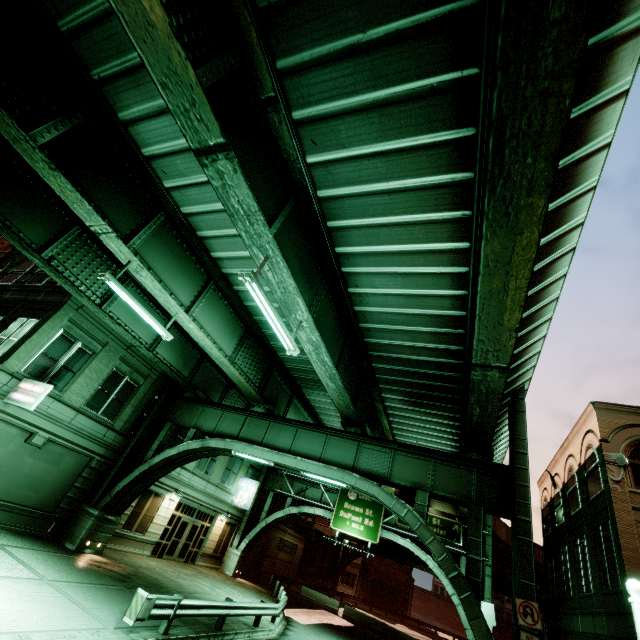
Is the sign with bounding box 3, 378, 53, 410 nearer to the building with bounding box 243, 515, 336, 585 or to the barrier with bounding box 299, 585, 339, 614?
the building with bounding box 243, 515, 336, 585

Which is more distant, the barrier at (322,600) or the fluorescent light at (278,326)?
the barrier at (322,600)

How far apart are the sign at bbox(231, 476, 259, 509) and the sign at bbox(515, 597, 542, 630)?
22.36m

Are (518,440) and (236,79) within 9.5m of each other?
no

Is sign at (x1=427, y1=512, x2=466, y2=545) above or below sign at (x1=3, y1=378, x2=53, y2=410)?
above

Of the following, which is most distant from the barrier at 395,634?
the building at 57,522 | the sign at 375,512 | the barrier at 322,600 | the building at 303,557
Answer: the building at 57,522

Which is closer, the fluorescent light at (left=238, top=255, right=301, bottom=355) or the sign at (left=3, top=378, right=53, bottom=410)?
the fluorescent light at (left=238, top=255, right=301, bottom=355)

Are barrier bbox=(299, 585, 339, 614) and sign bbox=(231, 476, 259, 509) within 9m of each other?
no
